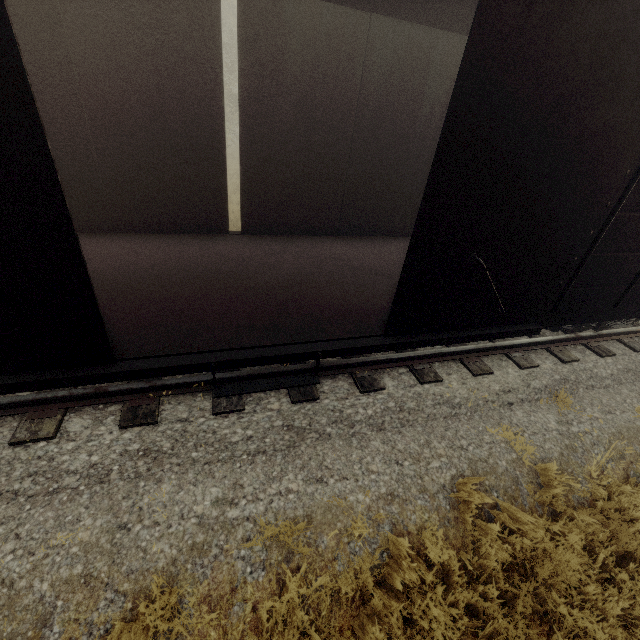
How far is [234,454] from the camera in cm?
381
